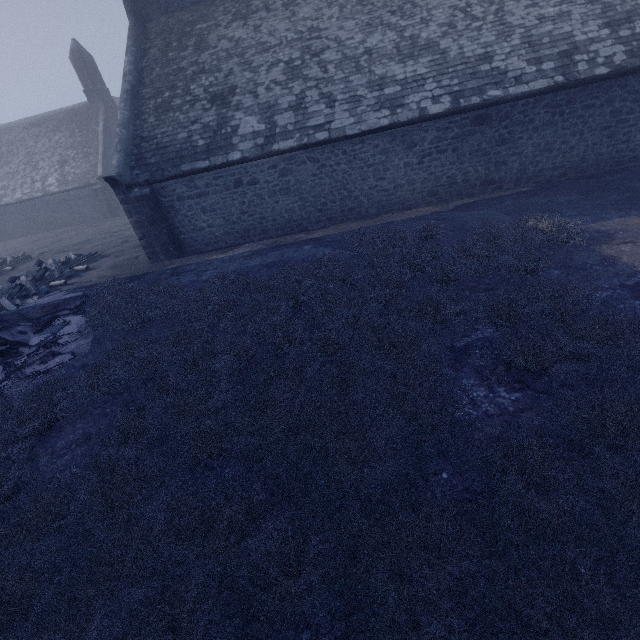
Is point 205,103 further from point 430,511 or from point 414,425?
point 430,511
